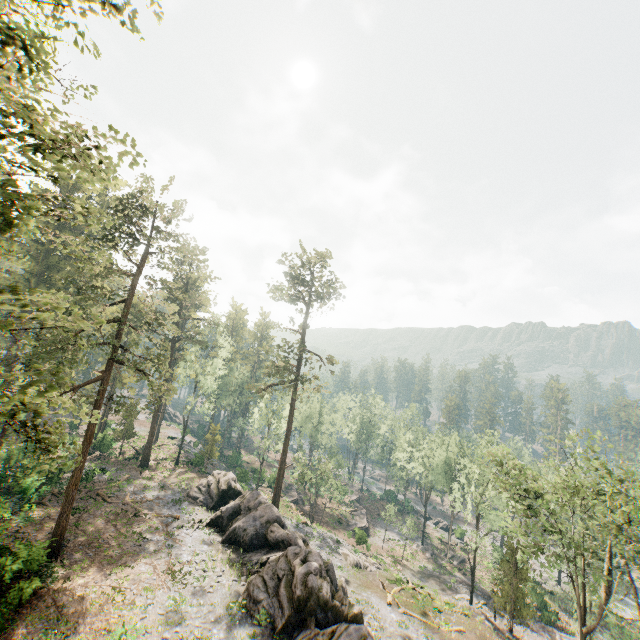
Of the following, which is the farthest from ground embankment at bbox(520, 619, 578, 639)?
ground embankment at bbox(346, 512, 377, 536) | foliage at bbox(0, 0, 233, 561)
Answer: foliage at bbox(0, 0, 233, 561)

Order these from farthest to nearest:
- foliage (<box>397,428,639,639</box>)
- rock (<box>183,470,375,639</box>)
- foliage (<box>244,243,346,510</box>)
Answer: foliage (<box>244,243,346,510</box>) → foliage (<box>397,428,639,639</box>) → rock (<box>183,470,375,639</box>)

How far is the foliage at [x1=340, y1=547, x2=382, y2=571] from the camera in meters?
35.7

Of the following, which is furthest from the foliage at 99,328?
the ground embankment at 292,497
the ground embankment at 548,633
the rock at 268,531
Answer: the ground embankment at 292,497

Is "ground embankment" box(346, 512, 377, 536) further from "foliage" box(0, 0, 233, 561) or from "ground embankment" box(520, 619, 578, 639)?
"foliage" box(0, 0, 233, 561)

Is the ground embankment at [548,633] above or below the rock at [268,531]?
below

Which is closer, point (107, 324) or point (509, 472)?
point (107, 324)
